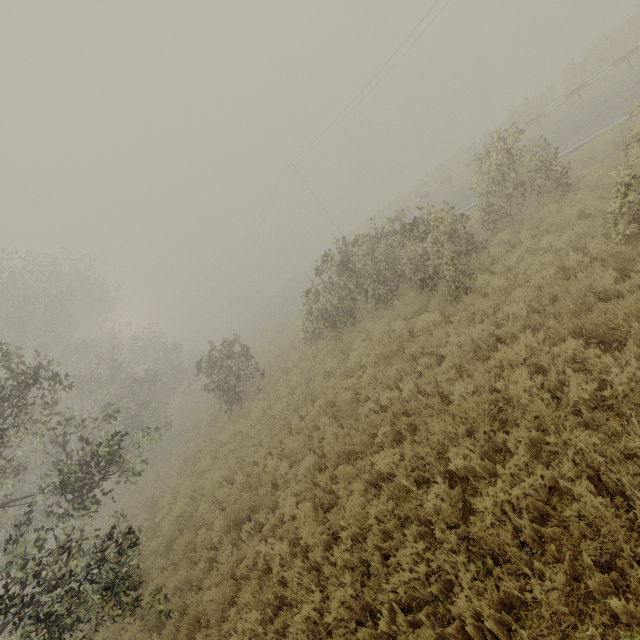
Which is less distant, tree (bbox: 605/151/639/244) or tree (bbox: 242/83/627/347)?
tree (bbox: 605/151/639/244)

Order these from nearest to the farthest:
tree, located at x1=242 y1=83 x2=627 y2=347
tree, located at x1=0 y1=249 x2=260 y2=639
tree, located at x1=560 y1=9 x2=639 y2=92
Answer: tree, located at x1=0 y1=249 x2=260 y2=639 → tree, located at x1=242 y1=83 x2=627 y2=347 → tree, located at x1=560 y1=9 x2=639 y2=92

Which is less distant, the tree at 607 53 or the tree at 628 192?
the tree at 628 192

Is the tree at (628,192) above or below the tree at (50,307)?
below

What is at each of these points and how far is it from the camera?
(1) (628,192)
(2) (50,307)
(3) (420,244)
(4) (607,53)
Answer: (1) tree, 6.0m
(2) tree, 20.9m
(3) tree, 10.1m
(4) tree, 21.2m
